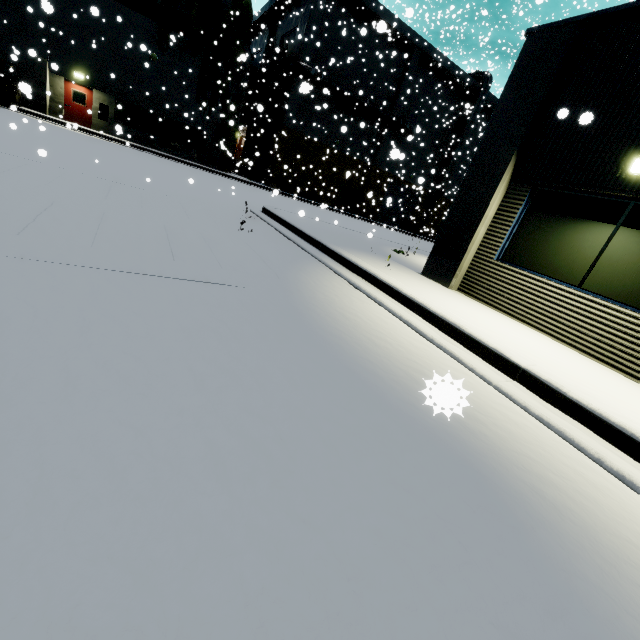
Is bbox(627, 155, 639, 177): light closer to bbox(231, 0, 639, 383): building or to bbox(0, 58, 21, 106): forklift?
bbox(231, 0, 639, 383): building

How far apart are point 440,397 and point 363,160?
34.72m

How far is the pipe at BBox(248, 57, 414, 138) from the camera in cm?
2467

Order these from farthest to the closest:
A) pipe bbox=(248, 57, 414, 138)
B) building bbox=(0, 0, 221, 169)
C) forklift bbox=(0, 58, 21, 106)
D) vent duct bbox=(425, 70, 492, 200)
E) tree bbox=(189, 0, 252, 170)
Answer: vent duct bbox=(425, 70, 492, 200) → pipe bbox=(248, 57, 414, 138) → tree bbox=(189, 0, 252, 170) → building bbox=(0, 0, 221, 169) → forklift bbox=(0, 58, 21, 106)

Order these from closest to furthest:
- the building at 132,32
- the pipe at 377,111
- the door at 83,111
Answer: the building at 132,32 < the door at 83,111 < the pipe at 377,111

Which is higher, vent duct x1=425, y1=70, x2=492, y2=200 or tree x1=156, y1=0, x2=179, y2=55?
vent duct x1=425, y1=70, x2=492, y2=200

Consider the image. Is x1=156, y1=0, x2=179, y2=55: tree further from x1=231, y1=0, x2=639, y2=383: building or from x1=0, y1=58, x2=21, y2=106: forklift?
x1=0, y1=58, x2=21, y2=106: forklift

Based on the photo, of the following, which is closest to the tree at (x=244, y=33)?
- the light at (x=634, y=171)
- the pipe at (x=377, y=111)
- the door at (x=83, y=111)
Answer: the pipe at (x=377, y=111)
